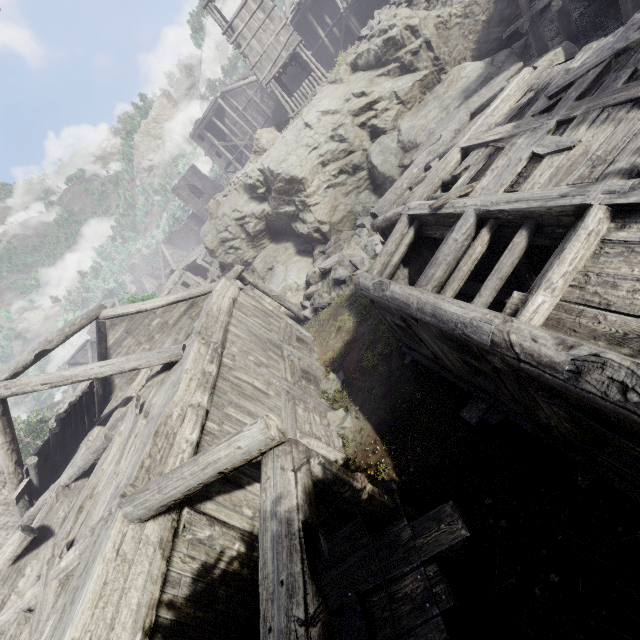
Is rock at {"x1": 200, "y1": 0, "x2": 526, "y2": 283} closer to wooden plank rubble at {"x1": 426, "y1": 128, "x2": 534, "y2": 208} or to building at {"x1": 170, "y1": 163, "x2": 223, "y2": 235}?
building at {"x1": 170, "y1": 163, "x2": 223, "y2": 235}

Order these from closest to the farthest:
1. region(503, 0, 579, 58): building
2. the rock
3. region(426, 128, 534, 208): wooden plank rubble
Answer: region(426, 128, 534, 208): wooden plank rubble
region(503, 0, 579, 58): building
the rock

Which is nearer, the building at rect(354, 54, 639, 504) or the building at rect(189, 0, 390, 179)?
the building at rect(354, 54, 639, 504)

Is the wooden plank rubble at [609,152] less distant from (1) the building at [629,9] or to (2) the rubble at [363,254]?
(1) the building at [629,9]

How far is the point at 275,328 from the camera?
12.7 meters

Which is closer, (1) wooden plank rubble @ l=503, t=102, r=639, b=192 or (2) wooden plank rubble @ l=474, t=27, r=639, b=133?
(1) wooden plank rubble @ l=503, t=102, r=639, b=192

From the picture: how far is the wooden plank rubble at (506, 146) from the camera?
6.30m
